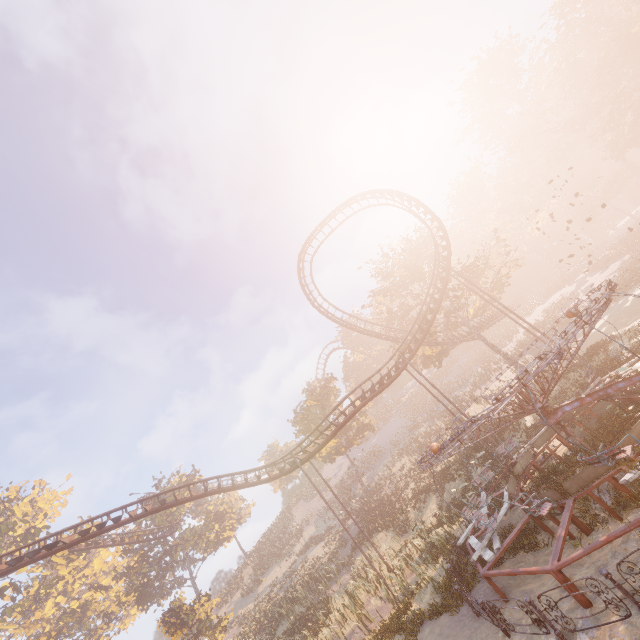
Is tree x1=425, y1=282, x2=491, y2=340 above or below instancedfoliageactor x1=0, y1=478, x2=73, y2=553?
below

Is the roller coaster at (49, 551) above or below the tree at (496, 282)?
above

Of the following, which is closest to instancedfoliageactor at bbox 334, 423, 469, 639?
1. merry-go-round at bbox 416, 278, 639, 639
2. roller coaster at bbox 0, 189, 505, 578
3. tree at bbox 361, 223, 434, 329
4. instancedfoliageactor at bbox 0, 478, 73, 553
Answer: roller coaster at bbox 0, 189, 505, 578

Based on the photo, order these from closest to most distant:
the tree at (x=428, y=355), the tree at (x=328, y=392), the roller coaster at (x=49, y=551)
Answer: the roller coaster at (x=49, y=551) < the tree at (x=428, y=355) < the tree at (x=328, y=392)

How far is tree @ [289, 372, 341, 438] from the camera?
41.8 meters

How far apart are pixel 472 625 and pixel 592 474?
6.0m
